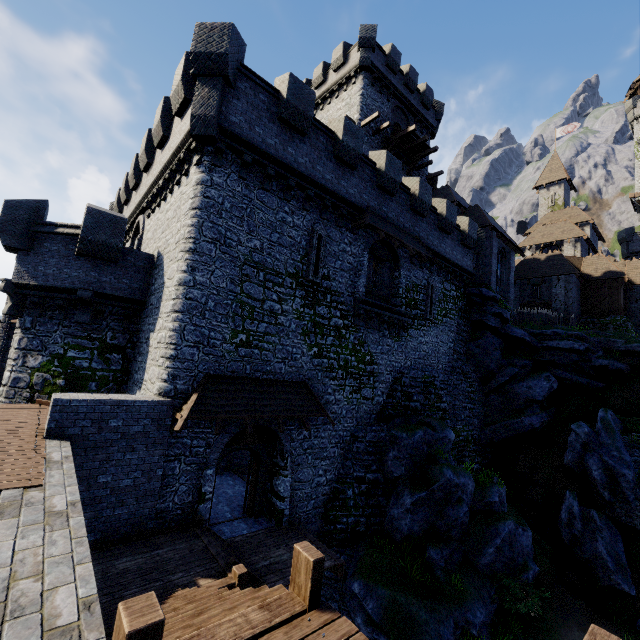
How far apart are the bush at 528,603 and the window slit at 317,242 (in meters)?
13.94

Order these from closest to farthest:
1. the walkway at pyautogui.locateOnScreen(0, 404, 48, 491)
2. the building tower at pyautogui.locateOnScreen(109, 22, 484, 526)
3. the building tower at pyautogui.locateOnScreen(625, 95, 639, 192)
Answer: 1. the walkway at pyautogui.locateOnScreen(0, 404, 48, 491)
2. the building tower at pyautogui.locateOnScreen(109, 22, 484, 526)
3. the building tower at pyautogui.locateOnScreen(625, 95, 639, 192)

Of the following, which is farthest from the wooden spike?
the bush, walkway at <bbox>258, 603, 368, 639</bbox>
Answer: walkway at <bbox>258, 603, 368, 639</bbox>

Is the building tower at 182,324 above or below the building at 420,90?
below

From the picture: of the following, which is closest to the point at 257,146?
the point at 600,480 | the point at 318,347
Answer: the point at 318,347

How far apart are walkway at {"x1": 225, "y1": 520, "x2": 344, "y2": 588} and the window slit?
9.6 meters

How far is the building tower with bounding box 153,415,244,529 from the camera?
10.0 meters

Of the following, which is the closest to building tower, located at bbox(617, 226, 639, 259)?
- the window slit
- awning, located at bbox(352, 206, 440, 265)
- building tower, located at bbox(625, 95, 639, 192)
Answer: building tower, located at bbox(625, 95, 639, 192)
